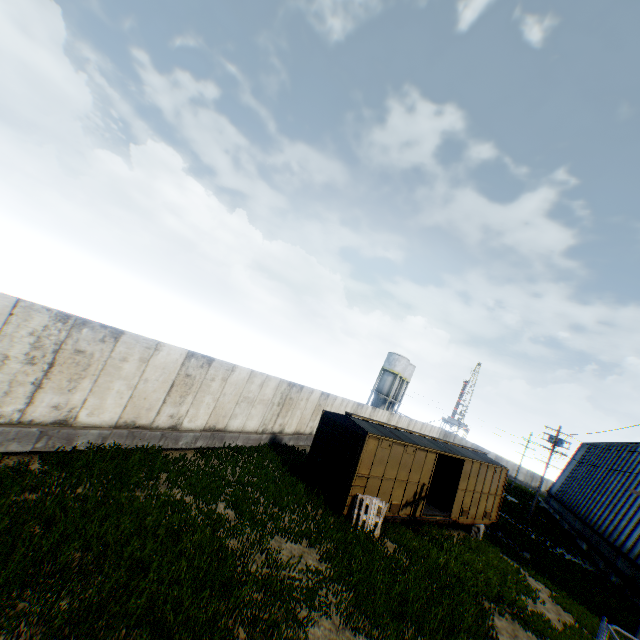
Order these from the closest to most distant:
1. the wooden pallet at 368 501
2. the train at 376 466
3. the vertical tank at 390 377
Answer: the wooden pallet at 368 501
the train at 376 466
the vertical tank at 390 377

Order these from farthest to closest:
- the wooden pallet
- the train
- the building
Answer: the building → the train → the wooden pallet

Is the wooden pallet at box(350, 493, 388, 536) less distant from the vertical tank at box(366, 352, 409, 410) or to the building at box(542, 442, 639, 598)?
the building at box(542, 442, 639, 598)

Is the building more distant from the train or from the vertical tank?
the vertical tank

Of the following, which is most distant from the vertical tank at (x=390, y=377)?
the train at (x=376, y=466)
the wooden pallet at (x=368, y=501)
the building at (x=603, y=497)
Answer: the wooden pallet at (x=368, y=501)

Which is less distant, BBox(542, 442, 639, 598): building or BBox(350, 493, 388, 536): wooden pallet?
BBox(350, 493, 388, 536): wooden pallet

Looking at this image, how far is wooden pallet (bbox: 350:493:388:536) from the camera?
12.52m

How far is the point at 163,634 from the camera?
5.17m
